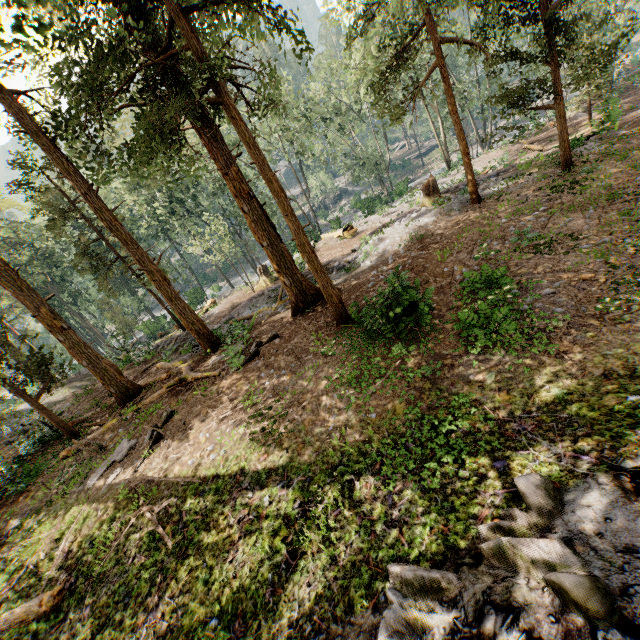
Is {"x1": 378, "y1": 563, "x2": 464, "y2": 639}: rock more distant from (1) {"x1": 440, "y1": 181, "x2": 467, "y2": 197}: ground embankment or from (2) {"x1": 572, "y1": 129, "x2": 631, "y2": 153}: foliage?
(1) {"x1": 440, "y1": 181, "x2": 467, "y2": 197}: ground embankment

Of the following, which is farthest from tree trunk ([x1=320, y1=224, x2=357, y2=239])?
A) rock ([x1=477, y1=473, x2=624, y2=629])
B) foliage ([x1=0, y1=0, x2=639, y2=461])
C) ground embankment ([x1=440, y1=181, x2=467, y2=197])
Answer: rock ([x1=477, y1=473, x2=624, y2=629])

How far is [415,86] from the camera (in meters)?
13.64

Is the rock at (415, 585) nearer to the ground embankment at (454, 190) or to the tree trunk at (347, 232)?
the ground embankment at (454, 190)

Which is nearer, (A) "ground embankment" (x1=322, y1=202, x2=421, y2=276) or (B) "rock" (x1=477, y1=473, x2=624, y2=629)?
(B) "rock" (x1=477, y1=473, x2=624, y2=629)

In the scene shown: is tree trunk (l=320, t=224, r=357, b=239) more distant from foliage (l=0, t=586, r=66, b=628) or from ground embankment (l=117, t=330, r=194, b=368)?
ground embankment (l=117, t=330, r=194, b=368)

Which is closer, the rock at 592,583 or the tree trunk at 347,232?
the rock at 592,583
